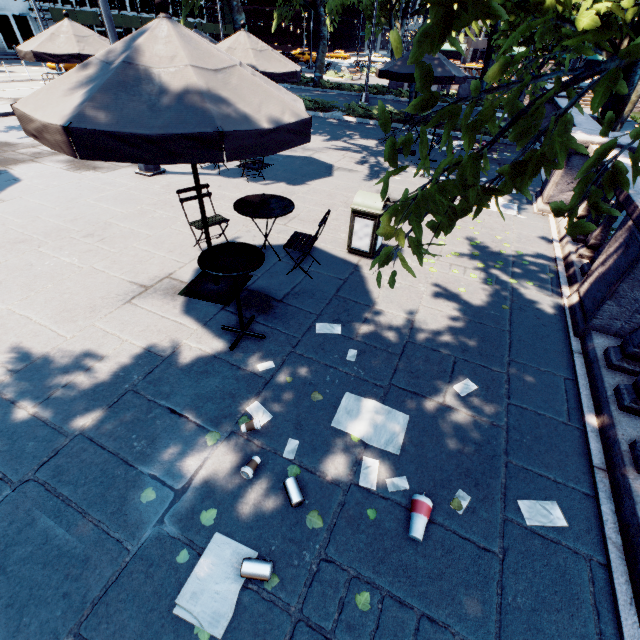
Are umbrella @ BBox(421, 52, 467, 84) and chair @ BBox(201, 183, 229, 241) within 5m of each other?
no

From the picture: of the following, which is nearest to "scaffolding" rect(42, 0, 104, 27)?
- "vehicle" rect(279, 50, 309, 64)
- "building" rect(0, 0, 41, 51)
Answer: "building" rect(0, 0, 41, 51)

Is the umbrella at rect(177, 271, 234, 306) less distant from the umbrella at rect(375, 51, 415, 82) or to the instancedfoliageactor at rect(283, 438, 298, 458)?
the instancedfoliageactor at rect(283, 438, 298, 458)

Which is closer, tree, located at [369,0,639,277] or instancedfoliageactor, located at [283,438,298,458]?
tree, located at [369,0,639,277]

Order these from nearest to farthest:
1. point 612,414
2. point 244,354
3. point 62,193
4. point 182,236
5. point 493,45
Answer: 1. point 612,414
2. point 244,354
3. point 182,236
4. point 62,193
5. point 493,45

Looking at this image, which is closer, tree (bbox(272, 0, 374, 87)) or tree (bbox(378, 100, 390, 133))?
tree (bbox(378, 100, 390, 133))

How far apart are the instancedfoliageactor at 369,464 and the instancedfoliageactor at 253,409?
1.0 meters

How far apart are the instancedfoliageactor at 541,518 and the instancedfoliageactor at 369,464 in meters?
1.2
